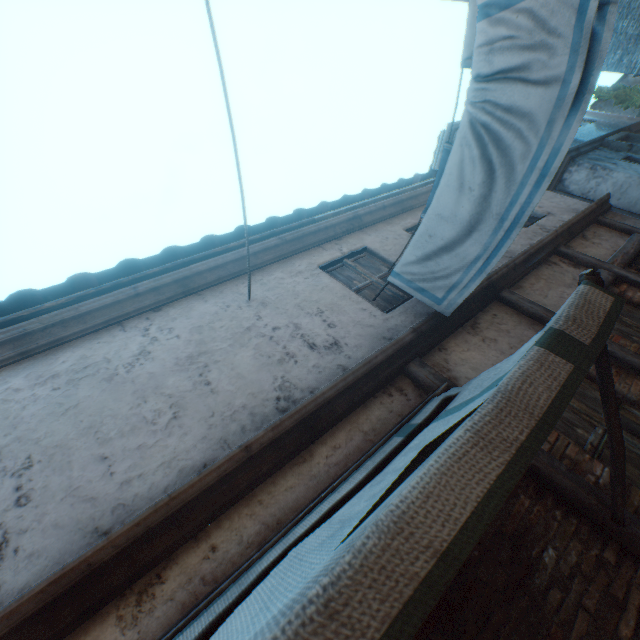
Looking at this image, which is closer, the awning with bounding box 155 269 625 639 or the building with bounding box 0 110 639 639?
the awning with bounding box 155 269 625 639

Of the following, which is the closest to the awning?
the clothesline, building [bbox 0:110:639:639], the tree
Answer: building [bbox 0:110:639:639]

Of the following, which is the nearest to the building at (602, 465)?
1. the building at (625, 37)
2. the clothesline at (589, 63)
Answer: the clothesline at (589, 63)

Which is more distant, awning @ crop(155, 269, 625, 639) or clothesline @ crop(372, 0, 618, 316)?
clothesline @ crop(372, 0, 618, 316)

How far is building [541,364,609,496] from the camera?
2.6 meters

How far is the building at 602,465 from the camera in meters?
2.6

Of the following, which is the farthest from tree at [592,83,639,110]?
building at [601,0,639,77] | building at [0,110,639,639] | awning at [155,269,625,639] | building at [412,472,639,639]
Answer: building at [412,472,639,639]

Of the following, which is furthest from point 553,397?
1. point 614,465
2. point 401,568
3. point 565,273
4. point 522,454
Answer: point 565,273
